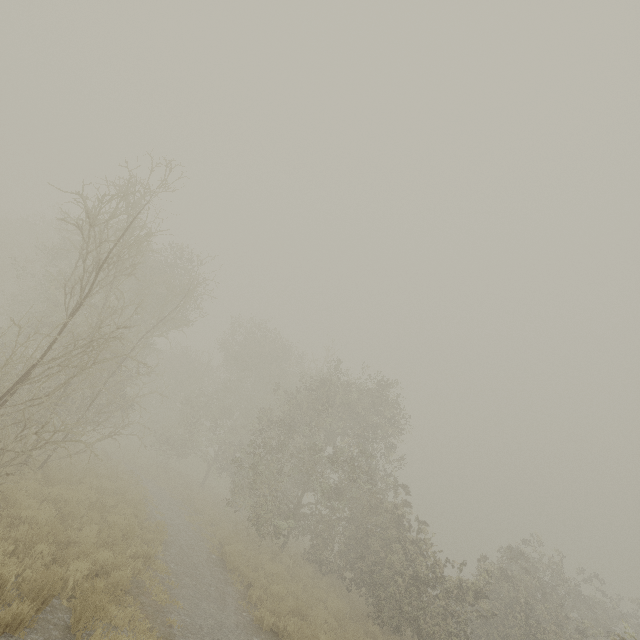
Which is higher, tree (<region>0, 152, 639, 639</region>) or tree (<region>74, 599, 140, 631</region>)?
tree (<region>0, 152, 639, 639</region>)

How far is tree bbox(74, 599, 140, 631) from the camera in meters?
5.8

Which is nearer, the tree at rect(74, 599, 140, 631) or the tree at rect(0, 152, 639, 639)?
the tree at rect(74, 599, 140, 631)

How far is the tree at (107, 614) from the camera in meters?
5.8

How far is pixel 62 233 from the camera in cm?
2050

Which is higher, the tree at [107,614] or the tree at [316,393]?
the tree at [316,393]
